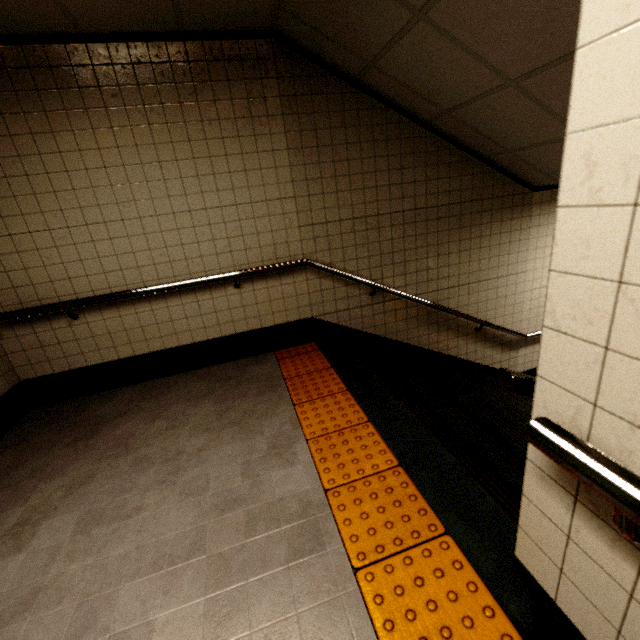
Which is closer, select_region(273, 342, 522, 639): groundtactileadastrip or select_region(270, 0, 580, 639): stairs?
select_region(273, 342, 522, 639): groundtactileadastrip

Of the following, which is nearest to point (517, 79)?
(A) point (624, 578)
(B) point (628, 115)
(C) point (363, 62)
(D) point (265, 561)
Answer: (C) point (363, 62)

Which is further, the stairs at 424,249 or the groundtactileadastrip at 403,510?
the stairs at 424,249
